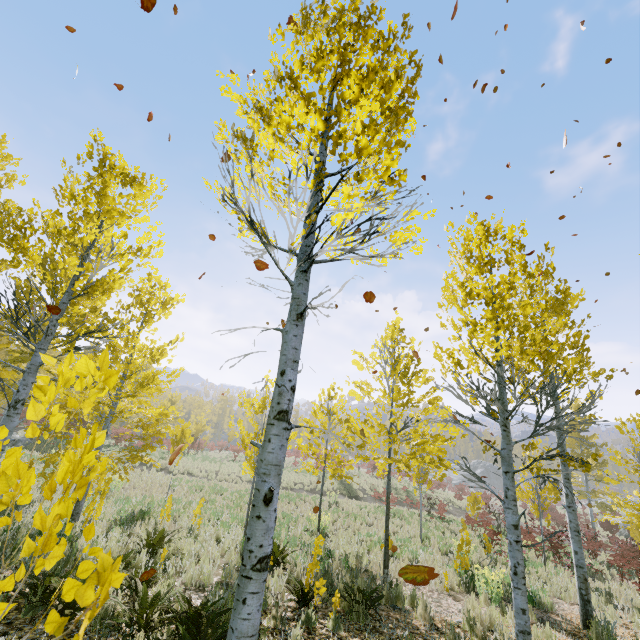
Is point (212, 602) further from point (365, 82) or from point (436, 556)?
point (436, 556)

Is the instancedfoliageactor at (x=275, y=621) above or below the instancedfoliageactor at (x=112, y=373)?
below

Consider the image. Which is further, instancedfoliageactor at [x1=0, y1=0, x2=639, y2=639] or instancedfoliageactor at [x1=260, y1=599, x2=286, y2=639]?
instancedfoliageactor at [x1=260, y1=599, x2=286, y2=639]

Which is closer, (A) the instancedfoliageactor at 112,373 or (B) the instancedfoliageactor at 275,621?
(A) the instancedfoliageactor at 112,373

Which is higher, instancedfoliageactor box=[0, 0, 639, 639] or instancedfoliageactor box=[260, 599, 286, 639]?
instancedfoliageactor box=[0, 0, 639, 639]
